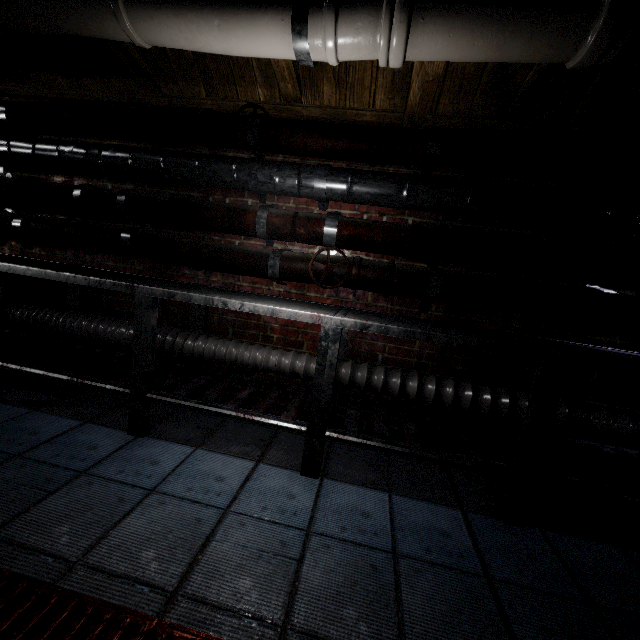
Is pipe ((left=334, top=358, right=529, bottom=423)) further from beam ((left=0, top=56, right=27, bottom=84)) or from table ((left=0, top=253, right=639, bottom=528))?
beam ((left=0, top=56, right=27, bottom=84))

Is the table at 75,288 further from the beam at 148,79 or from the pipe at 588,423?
the beam at 148,79

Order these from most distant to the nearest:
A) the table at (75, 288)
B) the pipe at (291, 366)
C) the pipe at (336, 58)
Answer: the pipe at (291, 366) → the table at (75, 288) → the pipe at (336, 58)

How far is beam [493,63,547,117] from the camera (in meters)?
1.48

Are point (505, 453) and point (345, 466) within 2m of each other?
yes

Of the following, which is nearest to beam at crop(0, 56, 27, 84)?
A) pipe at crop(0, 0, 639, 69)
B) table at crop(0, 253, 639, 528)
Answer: pipe at crop(0, 0, 639, 69)

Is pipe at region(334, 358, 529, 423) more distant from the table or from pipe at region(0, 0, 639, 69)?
pipe at region(0, 0, 639, 69)

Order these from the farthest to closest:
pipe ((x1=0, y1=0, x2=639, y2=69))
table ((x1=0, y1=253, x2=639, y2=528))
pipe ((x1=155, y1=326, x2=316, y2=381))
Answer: pipe ((x1=155, y1=326, x2=316, y2=381))
table ((x1=0, y1=253, x2=639, y2=528))
pipe ((x1=0, y1=0, x2=639, y2=69))
